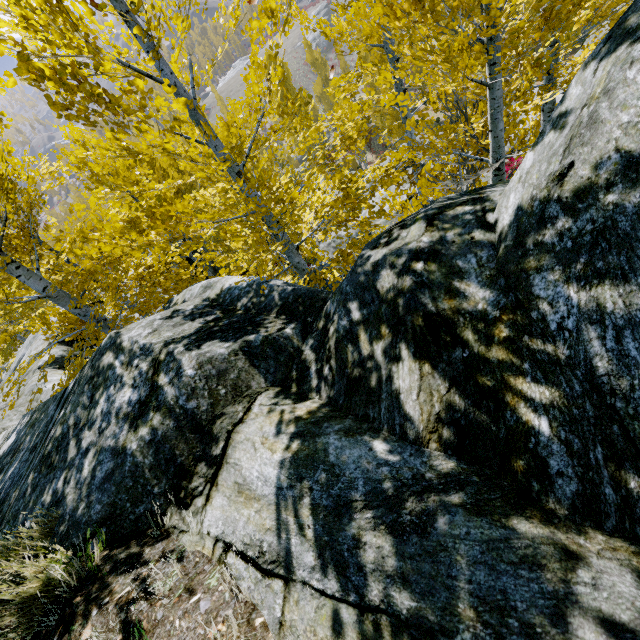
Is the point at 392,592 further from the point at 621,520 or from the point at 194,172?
the point at 194,172

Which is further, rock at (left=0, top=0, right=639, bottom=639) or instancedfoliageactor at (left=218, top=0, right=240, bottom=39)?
instancedfoliageactor at (left=218, top=0, right=240, bottom=39)

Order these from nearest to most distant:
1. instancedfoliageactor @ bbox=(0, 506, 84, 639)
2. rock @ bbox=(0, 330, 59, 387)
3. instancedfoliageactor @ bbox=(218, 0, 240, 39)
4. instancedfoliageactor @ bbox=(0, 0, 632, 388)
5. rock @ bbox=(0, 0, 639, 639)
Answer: rock @ bbox=(0, 0, 639, 639)
instancedfoliageactor @ bbox=(0, 506, 84, 639)
instancedfoliageactor @ bbox=(0, 0, 632, 388)
instancedfoliageactor @ bbox=(218, 0, 240, 39)
rock @ bbox=(0, 330, 59, 387)

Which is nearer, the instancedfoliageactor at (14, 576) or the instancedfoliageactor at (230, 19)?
the instancedfoliageactor at (14, 576)

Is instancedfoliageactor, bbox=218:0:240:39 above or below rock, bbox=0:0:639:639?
above

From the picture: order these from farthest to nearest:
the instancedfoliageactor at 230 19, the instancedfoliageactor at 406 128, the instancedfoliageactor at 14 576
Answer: the instancedfoliageactor at 230 19 < the instancedfoliageactor at 406 128 < the instancedfoliageactor at 14 576
